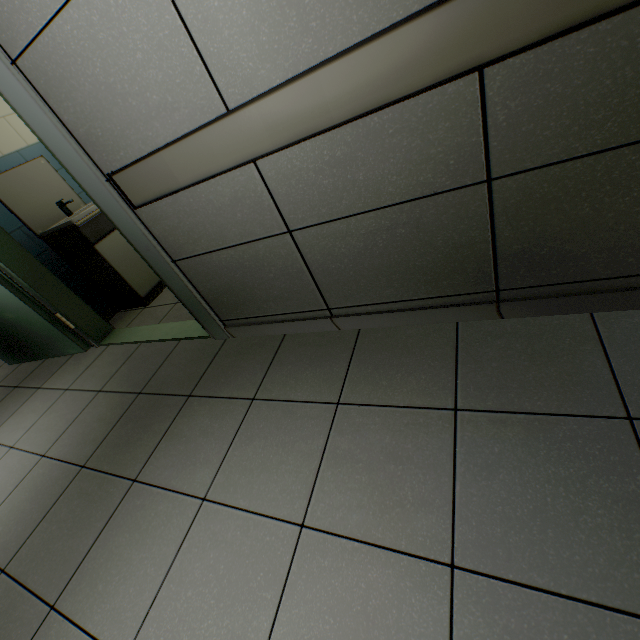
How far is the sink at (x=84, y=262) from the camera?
2.80m

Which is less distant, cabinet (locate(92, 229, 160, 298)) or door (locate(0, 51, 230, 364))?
door (locate(0, 51, 230, 364))

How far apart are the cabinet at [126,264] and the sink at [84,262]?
0.0m

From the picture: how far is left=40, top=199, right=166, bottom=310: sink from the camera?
2.8 meters

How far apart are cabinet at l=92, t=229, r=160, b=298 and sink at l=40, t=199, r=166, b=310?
0.01m

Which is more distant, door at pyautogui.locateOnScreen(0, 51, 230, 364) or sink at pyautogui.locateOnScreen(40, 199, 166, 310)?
sink at pyautogui.locateOnScreen(40, 199, 166, 310)

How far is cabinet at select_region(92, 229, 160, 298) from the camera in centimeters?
295cm

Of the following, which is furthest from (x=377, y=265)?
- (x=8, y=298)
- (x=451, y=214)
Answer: (x=8, y=298)
